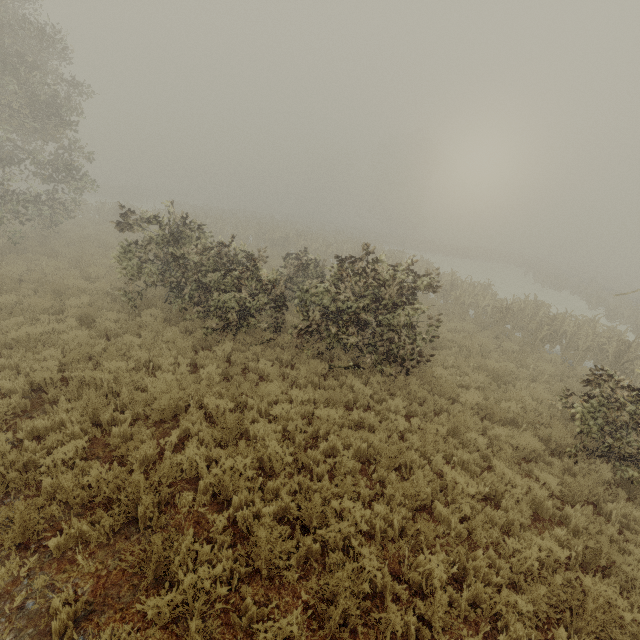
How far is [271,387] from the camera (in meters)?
7.54
